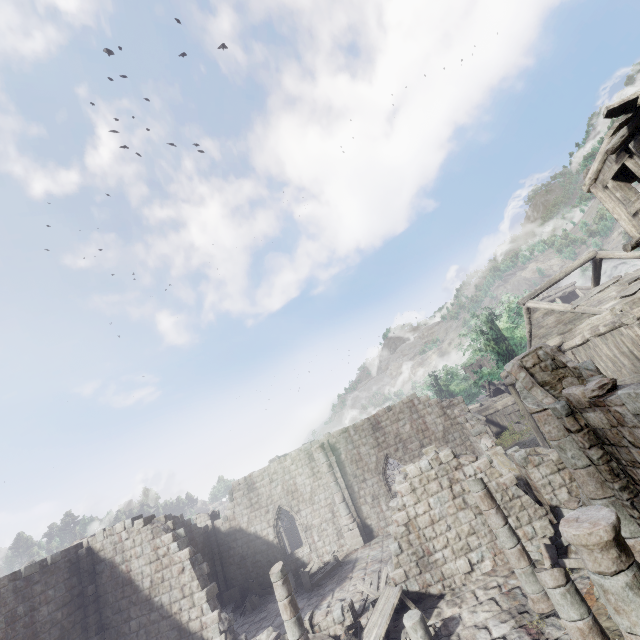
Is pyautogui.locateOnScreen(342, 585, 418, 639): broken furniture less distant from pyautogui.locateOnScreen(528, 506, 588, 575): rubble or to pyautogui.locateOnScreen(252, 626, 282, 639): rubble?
pyautogui.locateOnScreen(252, 626, 282, 639): rubble

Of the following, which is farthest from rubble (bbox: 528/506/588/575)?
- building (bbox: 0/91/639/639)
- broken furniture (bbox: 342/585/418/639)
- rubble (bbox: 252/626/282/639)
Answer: rubble (bbox: 252/626/282/639)

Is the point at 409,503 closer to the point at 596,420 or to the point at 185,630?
the point at 596,420

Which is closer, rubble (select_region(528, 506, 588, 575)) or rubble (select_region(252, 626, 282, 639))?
rubble (select_region(528, 506, 588, 575))

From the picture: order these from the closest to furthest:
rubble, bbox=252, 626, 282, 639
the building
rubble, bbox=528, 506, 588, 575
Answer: the building < rubble, bbox=528, 506, 588, 575 < rubble, bbox=252, 626, 282, 639

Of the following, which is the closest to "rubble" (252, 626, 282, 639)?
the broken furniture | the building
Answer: the building

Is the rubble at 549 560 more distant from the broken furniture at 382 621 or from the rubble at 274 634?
the rubble at 274 634

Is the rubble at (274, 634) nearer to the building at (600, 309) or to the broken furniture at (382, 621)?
the building at (600, 309)
